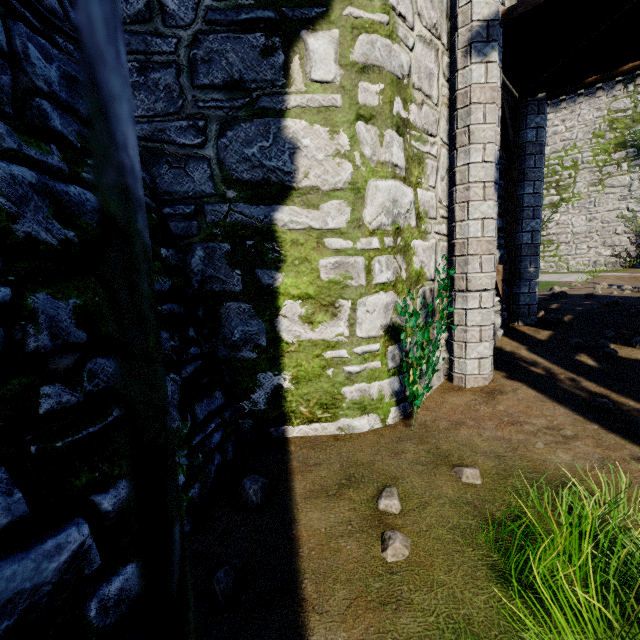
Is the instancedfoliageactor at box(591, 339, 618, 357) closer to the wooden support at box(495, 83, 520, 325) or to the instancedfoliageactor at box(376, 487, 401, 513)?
the wooden support at box(495, 83, 520, 325)

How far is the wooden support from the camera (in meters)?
5.92

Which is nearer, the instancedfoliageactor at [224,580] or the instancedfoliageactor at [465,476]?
the instancedfoliageactor at [224,580]

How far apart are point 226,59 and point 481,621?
4.93m

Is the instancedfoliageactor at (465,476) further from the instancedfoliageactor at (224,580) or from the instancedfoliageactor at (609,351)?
the instancedfoliageactor at (609,351)

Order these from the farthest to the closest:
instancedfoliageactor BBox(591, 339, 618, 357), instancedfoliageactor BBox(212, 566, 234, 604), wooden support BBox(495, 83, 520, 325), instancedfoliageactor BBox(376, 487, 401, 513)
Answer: wooden support BBox(495, 83, 520, 325), instancedfoliageactor BBox(591, 339, 618, 357), instancedfoliageactor BBox(376, 487, 401, 513), instancedfoliageactor BBox(212, 566, 234, 604)

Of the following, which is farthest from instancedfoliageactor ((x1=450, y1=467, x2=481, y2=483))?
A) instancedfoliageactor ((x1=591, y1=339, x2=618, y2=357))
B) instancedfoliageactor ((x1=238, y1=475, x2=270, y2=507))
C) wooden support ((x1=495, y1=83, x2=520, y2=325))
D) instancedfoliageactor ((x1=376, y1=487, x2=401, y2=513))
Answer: instancedfoliageactor ((x1=591, y1=339, x2=618, y2=357))

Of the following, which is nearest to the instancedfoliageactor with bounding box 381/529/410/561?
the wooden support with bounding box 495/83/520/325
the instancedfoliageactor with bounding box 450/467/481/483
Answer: the instancedfoliageactor with bounding box 450/467/481/483
